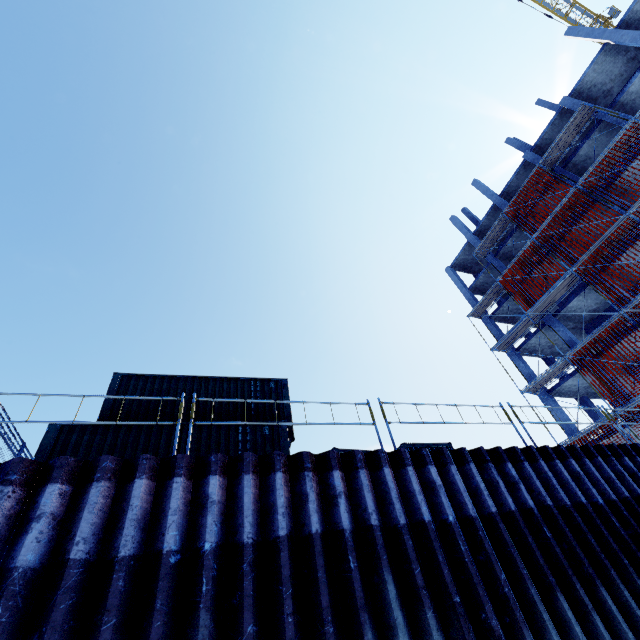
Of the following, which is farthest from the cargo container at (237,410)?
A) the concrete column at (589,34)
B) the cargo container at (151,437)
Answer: the concrete column at (589,34)

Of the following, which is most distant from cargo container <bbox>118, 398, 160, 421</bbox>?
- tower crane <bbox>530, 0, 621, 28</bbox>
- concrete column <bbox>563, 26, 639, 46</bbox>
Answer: tower crane <bbox>530, 0, 621, 28</bbox>

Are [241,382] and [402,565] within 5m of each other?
no

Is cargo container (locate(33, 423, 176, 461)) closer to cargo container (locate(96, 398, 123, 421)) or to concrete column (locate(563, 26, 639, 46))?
cargo container (locate(96, 398, 123, 421))

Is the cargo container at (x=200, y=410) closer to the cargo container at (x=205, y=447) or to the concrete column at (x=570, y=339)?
the cargo container at (x=205, y=447)

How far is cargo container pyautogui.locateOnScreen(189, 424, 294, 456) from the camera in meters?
8.8 m

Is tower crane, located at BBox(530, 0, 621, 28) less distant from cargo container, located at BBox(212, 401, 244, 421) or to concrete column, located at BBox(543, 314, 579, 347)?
concrete column, located at BBox(543, 314, 579, 347)

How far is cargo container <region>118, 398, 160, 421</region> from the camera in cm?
1009
